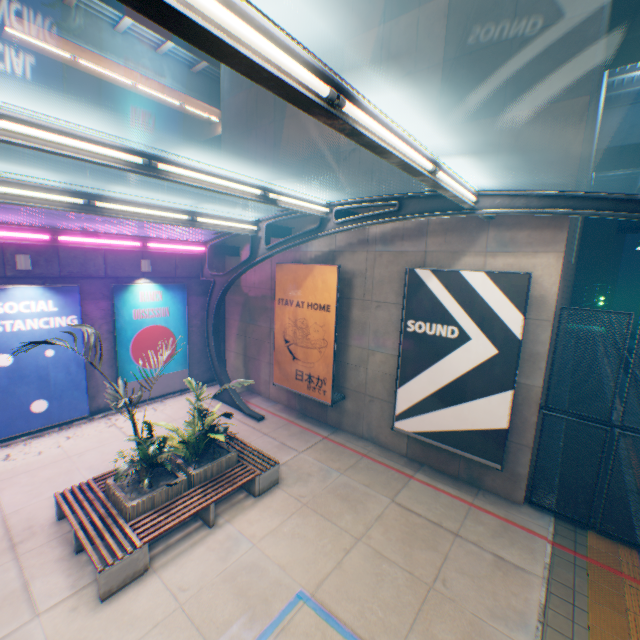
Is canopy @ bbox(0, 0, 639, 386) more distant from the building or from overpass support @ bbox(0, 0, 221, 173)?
the building

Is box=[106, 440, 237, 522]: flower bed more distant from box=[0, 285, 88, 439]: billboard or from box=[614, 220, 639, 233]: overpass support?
box=[614, 220, 639, 233]: overpass support

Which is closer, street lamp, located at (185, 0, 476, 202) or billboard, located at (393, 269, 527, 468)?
street lamp, located at (185, 0, 476, 202)

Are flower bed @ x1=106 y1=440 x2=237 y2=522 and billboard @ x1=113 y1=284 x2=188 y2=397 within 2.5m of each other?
no

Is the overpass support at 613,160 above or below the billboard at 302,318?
above

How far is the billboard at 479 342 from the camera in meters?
6.9 m

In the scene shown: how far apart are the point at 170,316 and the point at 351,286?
7.2m

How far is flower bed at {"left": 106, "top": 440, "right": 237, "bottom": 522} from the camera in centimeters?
621cm
